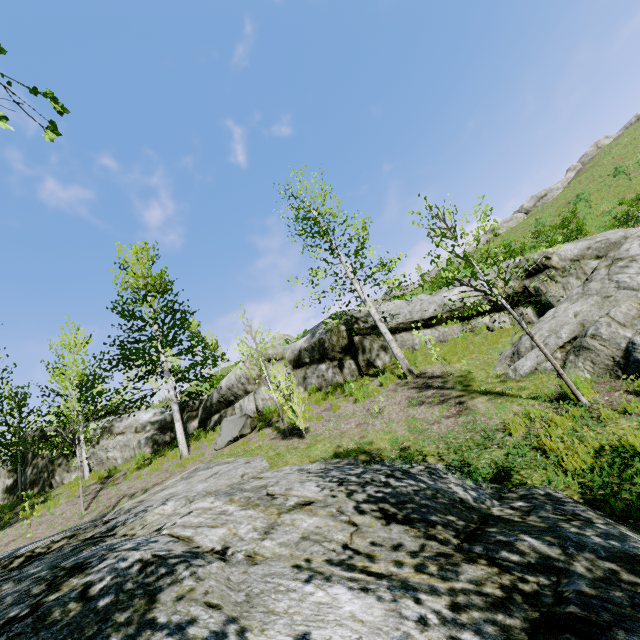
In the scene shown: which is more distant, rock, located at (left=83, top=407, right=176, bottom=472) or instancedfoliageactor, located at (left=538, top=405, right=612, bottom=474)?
rock, located at (left=83, top=407, right=176, bottom=472)

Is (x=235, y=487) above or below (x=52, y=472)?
below

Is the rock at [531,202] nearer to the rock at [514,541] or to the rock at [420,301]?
the rock at [420,301]

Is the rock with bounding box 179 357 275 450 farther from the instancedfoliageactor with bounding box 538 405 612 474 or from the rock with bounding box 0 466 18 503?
the instancedfoliageactor with bounding box 538 405 612 474

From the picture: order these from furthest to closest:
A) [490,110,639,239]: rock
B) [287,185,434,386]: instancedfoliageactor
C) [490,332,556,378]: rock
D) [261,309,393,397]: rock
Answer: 1. [490,110,639,239]: rock
2. [261,309,393,397]: rock
3. [287,185,434,386]: instancedfoliageactor
4. [490,332,556,378]: rock

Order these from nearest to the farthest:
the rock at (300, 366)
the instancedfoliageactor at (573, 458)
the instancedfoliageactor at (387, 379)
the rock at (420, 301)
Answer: the instancedfoliageactor at (573, 458)
the instancedfoliageactor at (387, 379)
the rock at (420, 301)
the rock at (300, 366)

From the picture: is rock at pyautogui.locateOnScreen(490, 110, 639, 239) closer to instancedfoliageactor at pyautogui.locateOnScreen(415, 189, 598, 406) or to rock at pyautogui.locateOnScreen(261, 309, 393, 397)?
rock at pyautogui.locateOnScreen(261, 309, 393, 397)

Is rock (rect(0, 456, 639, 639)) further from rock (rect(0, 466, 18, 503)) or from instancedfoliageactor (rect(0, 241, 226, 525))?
rock (rect(0, 466, 18, 503))
